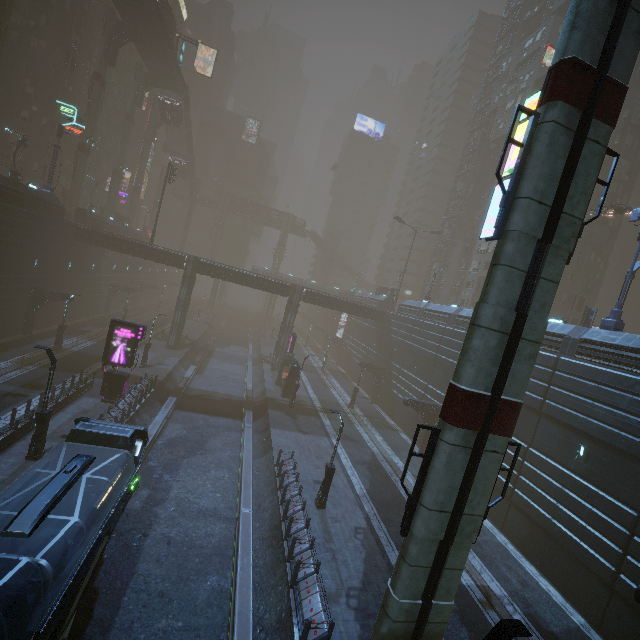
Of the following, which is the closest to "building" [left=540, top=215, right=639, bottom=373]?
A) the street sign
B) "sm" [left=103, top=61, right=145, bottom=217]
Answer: the street sign

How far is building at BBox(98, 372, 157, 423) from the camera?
20.4 meters

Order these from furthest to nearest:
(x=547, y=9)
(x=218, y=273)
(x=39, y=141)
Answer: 1. (x=547, y=9)
2. (x=39, y=141)
3. (x=218, y=273)

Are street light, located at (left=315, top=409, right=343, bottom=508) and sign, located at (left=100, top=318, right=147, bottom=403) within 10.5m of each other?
no

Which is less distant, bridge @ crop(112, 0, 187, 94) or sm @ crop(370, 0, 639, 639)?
sm @ crop(370, 0, 639, 639)

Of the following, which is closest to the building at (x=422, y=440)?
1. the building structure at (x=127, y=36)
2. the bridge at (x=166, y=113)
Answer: the building structure at (x=127, y=36)

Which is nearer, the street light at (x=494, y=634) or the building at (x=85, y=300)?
the street light at (x=494, y=634)

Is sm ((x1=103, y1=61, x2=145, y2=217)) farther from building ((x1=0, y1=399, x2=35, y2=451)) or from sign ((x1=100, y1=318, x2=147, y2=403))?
sign ((x1=100, y1=318, x2=147, y2=403))
